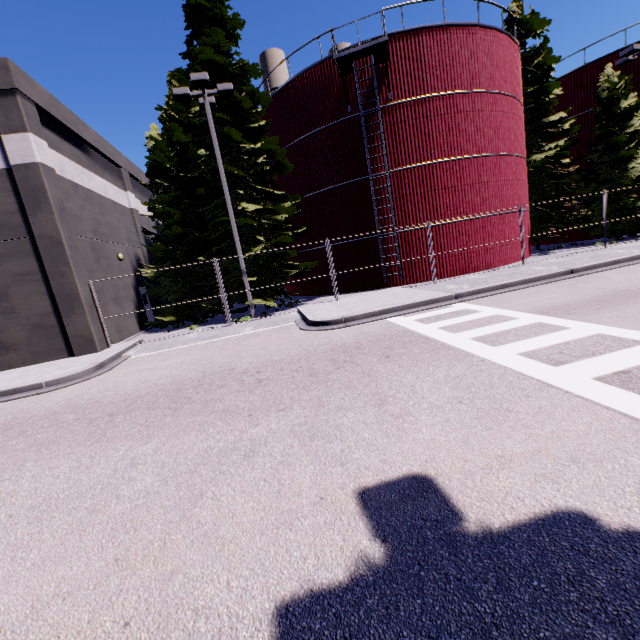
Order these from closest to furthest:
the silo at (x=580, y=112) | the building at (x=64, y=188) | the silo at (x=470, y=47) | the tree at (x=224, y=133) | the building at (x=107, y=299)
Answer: the building at (x=64, y=188)
the building at (x=107, y=299)
the tree at (x=224, y=133)
the silo at (x=470, y=47)
the silo at (x=580, y=112)

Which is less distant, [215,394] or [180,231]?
[215,394]

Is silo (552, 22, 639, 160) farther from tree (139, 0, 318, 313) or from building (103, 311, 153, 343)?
building (103, 311, 153, 343)

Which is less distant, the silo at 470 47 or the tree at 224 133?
the tree at 224 133

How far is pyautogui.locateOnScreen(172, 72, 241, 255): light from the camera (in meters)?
12.63

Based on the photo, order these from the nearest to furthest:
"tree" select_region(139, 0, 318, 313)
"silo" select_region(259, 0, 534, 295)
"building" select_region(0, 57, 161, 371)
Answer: "building" select_region(0, 57, 161, 371), "tree" select_region(139, 0, 318, 313), "silo" select_region(259, 0, 534, 295)

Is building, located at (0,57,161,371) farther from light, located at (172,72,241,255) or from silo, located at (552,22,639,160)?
silo, located at (552,22,639,160)

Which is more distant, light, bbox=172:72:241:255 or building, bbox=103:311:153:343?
building, bbox=103:311:153:343
